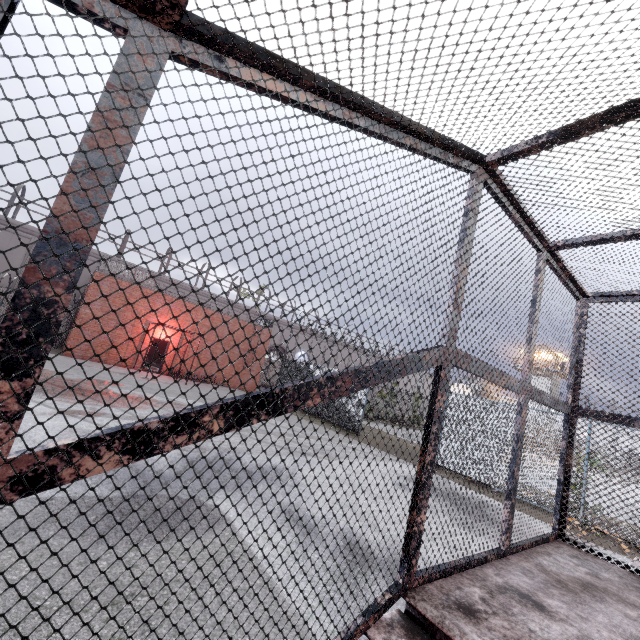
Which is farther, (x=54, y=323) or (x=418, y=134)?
(x=418, y=134)

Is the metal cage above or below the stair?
above

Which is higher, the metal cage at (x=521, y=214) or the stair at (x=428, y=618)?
the metal cage at (x=521, y=214)

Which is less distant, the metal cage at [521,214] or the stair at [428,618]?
the metal cage at [521,214]

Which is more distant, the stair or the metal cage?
the stair
